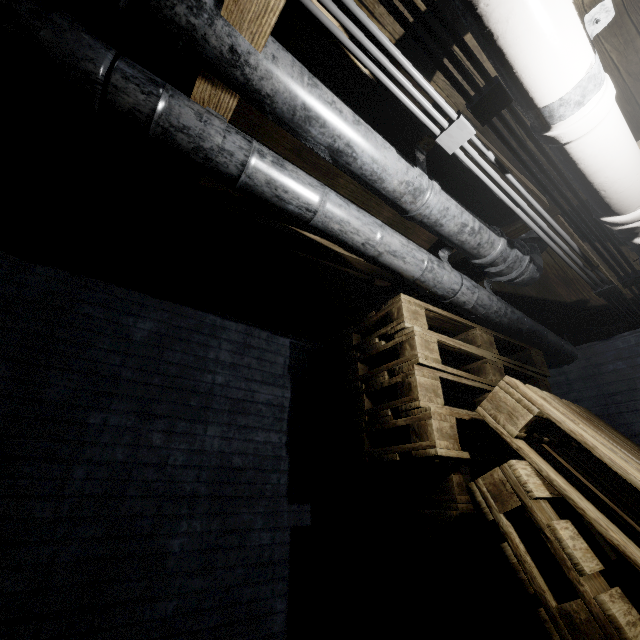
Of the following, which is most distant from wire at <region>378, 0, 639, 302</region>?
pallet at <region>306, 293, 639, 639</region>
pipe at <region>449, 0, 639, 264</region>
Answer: pallet at <region>306, 293, 639, 639</region>

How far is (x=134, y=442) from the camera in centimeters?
164cm

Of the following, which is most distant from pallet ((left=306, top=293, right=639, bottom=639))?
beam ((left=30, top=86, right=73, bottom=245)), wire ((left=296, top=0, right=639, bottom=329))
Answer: beam ((left=30, top=86, right=73, bottom=245))

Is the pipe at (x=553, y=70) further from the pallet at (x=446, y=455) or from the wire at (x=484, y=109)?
the pallet at (x=446, y=455)

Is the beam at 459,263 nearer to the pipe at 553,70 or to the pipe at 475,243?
the pipe at 475,243

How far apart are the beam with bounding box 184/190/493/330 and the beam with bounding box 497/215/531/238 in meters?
0.1

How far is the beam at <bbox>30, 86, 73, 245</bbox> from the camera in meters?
1.2 m

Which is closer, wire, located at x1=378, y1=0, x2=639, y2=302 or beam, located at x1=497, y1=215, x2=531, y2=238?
wire, located at x1=378, y1=0, x2=639, y2=302
